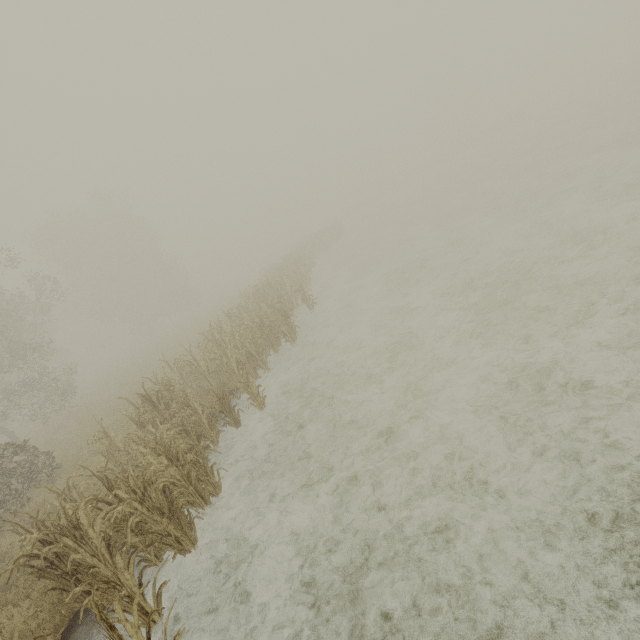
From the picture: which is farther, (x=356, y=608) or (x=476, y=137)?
(x=476, y=137)
